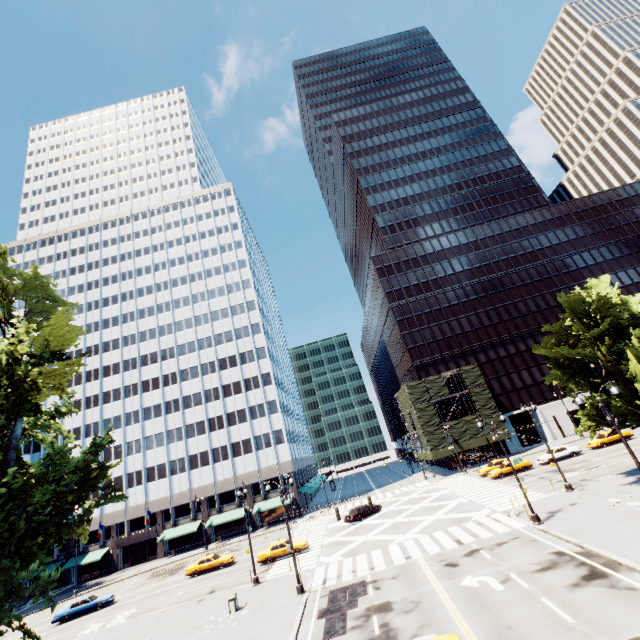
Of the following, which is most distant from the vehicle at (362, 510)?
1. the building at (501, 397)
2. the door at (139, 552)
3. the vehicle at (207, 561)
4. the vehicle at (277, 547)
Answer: the door at (139, 552)

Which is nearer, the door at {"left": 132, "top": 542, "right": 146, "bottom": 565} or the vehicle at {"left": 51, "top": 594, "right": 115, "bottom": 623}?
the vehicle at {"left": 51, "top": 594, "right": 115, "bottom": 623}

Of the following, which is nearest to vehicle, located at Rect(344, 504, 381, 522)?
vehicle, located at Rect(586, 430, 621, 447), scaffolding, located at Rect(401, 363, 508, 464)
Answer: scaffolding, located at Rect(401, 363, 508, 464)

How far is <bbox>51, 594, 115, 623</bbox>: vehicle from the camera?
32.41m

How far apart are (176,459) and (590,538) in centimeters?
5951cm

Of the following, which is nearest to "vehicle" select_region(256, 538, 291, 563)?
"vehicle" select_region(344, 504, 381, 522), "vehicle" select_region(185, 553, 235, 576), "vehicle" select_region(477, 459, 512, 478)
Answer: "vehicle" select_region(185, 553, 235, 576)

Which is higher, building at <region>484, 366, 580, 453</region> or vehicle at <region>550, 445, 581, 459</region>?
building at <region>484, 366, 580, 453</region>

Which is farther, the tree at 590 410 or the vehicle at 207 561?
the vehicle at 207 561
